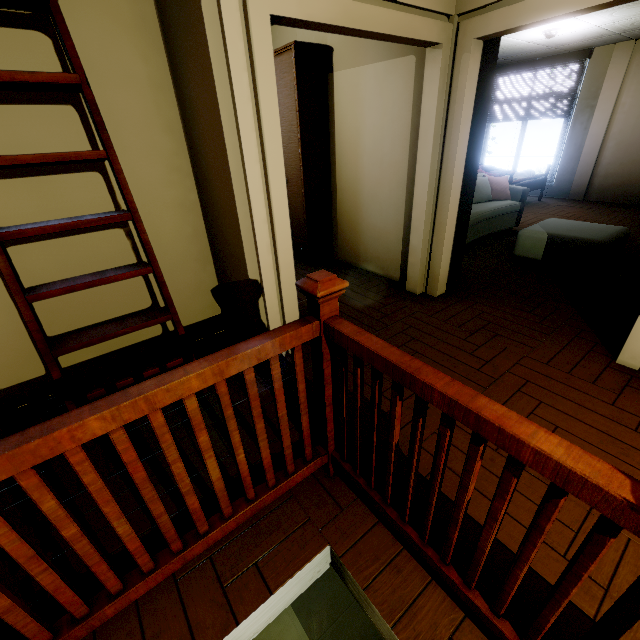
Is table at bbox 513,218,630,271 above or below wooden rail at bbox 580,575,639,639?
below

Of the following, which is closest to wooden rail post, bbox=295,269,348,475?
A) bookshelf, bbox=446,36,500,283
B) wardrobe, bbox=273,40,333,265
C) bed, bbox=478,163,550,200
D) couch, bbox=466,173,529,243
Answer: bookshelf, bbox=446,36,500,283

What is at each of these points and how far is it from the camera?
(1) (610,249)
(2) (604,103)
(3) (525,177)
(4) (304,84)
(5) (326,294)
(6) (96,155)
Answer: (1) table, 3.6m
(2) wall pillar, 6.5m
(3) bed, 6.9m
(4) wardrobe, 3.5m
(5) wooden rail post, 1.1m
(6) ladder, 1.6m

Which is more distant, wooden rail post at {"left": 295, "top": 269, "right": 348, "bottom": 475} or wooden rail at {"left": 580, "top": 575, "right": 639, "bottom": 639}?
wooden rail post at {"left": 295, "top": 269, "right": 348, "bottom": 475}

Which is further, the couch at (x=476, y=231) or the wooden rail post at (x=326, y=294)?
the couch at (x=476, y=231)

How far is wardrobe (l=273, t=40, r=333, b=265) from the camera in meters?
3.5 m

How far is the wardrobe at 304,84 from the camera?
3.45m

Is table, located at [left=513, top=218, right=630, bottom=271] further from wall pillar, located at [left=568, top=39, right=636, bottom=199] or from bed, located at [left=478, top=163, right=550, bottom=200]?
wall pillar, located at [left=568, top=39, right=636, bottom=199]
